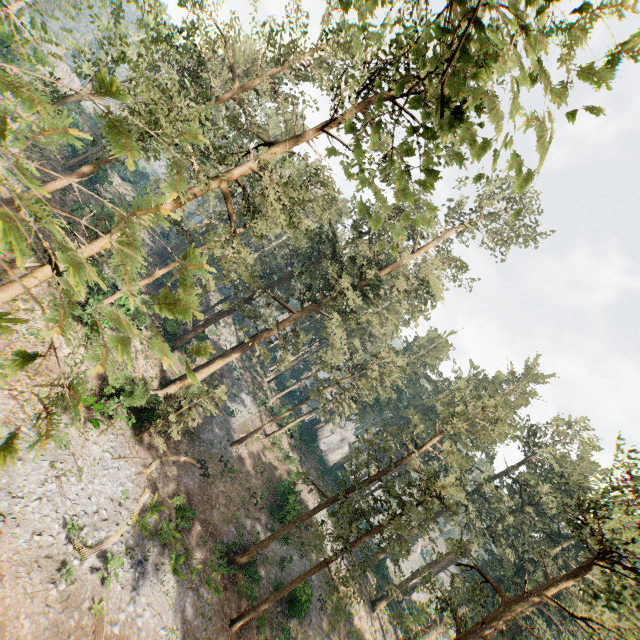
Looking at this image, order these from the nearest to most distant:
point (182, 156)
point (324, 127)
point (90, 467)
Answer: point (182, 156)
point (324, 127)
point (90, 467)

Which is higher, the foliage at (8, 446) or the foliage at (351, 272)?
the foliage at (8, 446)

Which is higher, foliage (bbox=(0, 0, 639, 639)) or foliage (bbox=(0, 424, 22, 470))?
foliage (bbox=(0, 424, 22, 470))
